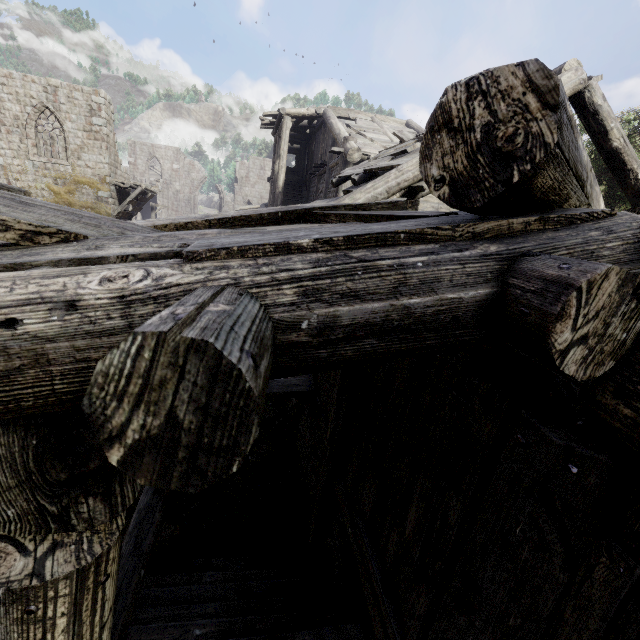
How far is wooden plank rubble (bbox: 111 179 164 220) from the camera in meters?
21.6 m

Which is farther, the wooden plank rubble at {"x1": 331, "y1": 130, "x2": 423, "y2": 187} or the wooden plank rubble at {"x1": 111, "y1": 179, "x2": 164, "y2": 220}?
the wooden plank rubble at {"x1": 111, "y1": 179, "x2": 164, "y2": 220}

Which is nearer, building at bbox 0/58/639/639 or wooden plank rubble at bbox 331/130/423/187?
building at bbox 0/58/639/639

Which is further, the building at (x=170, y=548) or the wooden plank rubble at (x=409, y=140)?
the wooden plank rubble at (x=409, y=140)

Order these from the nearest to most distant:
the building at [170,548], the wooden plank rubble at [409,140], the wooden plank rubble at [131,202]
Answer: the building at [170,548], the wooden plank rubble at [409,140], the wooden plank rubble at [131,202]

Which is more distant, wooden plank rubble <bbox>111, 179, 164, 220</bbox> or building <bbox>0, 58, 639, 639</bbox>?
wooden plank rubble <bbox>111, 179, 164, 220</bbox>

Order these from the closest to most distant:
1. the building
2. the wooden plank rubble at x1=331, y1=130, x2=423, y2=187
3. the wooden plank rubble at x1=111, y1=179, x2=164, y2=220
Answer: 1. the building
2. the wooden plank rubble at x1=331, y1=130, x2=423, y2=187
3. the wooden plank rubble at x1=111, y1=179, x2=164, y2=220

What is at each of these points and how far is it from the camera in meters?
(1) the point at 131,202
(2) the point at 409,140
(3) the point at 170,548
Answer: (1) wooden plank rubble, 22.1 m
(2) wooden plank rubble, 8.8 m
(3) building, 4.0 m
